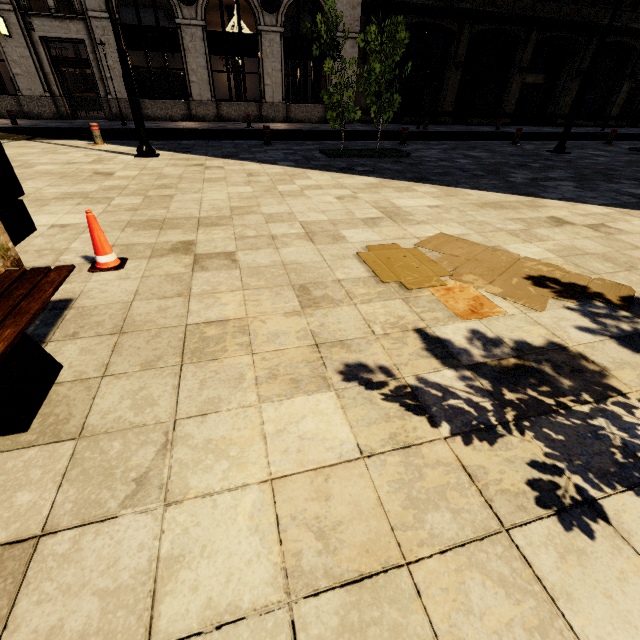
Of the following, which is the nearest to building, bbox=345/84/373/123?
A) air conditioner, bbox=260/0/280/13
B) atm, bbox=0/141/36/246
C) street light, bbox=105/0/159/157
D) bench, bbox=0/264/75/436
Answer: air conditioner, bbox=260/0/280/13

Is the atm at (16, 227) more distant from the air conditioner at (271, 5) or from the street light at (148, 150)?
the air conditioner at (271, 5)

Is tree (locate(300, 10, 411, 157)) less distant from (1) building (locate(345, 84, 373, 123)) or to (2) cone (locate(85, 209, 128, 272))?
(2) cone (locate(85, 209, 128, 272))

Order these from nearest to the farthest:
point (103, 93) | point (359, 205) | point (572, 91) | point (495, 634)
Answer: point (495, 634) < point (359, 205) < point (103, 93) < point (572, 91)

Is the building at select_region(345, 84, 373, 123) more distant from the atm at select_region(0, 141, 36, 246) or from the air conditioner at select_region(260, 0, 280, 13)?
the atm at select_region(0, 141, 36, 246)

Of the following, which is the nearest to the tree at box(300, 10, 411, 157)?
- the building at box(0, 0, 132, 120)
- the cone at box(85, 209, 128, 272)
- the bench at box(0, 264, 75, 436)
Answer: the bench at box(0, 264, 75, 436)

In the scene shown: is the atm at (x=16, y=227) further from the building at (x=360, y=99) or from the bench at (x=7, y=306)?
the building at (x=360, y=99)

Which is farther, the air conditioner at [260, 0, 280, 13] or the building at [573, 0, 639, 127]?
the building at [573, 0, 639, 127]
